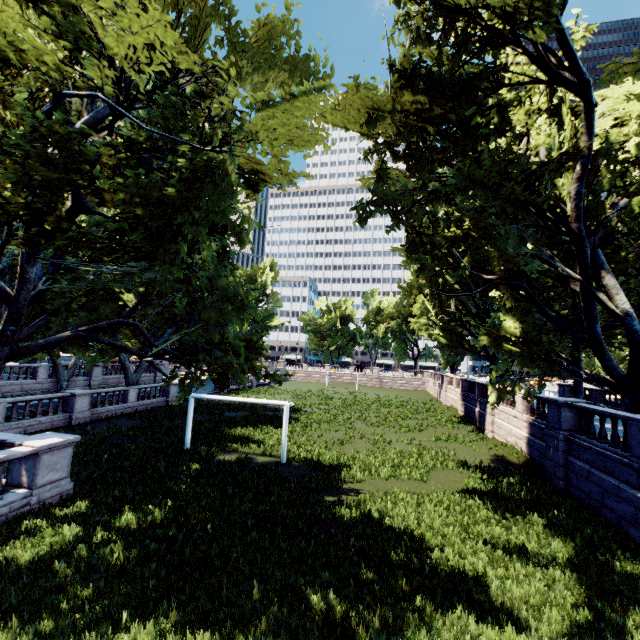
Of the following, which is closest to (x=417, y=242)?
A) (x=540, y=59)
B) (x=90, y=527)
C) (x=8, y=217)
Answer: (x=540, y=59)
